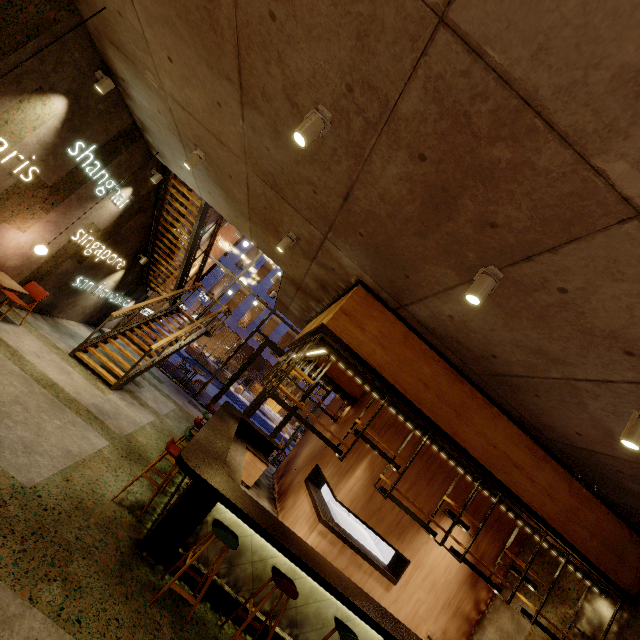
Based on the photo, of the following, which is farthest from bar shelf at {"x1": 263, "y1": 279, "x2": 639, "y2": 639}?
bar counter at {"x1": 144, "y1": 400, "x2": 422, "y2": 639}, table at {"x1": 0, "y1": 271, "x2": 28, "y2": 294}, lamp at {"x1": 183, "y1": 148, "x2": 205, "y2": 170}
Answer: table at {"x1": 0, "y1": 271, "x2": 28, "y2": 294}

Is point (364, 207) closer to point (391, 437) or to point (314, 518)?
point (391, 437)

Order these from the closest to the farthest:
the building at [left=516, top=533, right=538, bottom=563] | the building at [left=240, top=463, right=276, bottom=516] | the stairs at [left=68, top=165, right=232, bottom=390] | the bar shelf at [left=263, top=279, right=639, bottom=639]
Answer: the bar shelf at [left=263, top=279, right=639, bottom=639] < the building at [left=516, top=533, right=538, bottom=563] < the stairs at [left=68, top=165, right=232, bottom=390] < the building at [left=240, top=463, right=276, bottom=516]

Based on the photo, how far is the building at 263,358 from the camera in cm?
2975

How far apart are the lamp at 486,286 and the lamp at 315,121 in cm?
181

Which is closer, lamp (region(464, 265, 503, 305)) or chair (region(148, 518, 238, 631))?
lamp (region(464, 265, 503, 305))

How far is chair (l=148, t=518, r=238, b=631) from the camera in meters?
3.5

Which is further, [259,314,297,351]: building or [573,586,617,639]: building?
[259,314,297,351]: building
